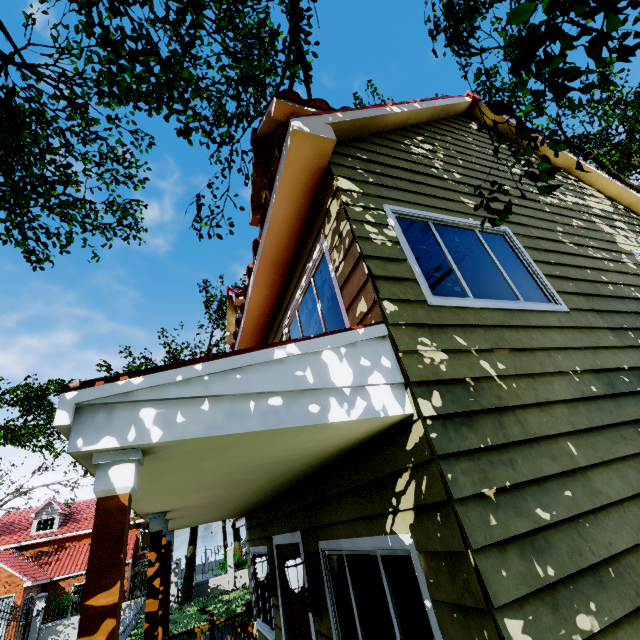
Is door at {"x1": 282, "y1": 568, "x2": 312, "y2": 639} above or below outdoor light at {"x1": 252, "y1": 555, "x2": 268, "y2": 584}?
below

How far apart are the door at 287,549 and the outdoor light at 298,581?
0.2m

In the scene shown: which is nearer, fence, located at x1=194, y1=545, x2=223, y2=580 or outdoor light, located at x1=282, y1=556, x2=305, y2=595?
outdoor light, located at x1=282, y1=556, x2=305, y2=595

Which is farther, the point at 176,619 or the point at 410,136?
the point at 176,619

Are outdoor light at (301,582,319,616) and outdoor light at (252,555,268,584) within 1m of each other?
no

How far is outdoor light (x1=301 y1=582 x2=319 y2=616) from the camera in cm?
362

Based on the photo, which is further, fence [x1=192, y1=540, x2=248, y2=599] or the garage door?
the garage door

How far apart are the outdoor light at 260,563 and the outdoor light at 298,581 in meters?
1.9 m
